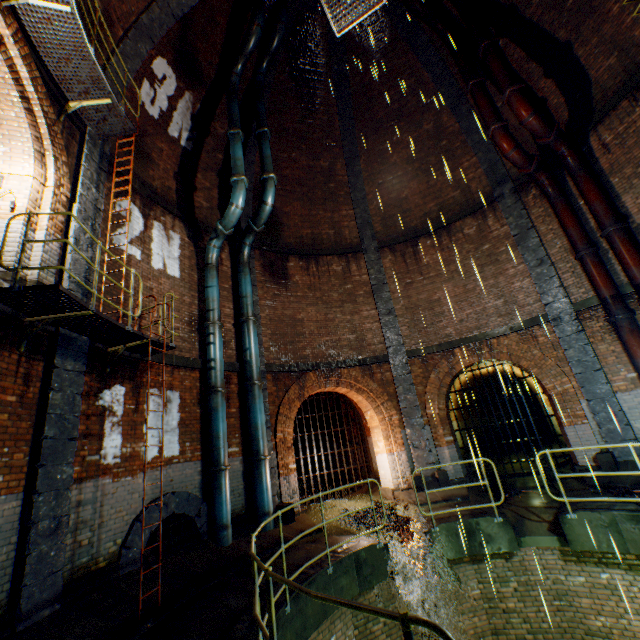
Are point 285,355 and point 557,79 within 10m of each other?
no

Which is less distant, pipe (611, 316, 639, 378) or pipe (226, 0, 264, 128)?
pipe (611, 316, 639, 378)

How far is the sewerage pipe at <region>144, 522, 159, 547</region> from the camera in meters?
6.5

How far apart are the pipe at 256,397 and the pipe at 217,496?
0.8 meters

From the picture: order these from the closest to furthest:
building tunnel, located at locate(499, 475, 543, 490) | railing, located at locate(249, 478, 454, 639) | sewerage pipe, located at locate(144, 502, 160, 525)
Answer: railing, located at locate(249, 478, 454, 639) → sewerage pipe, located at locate(144, 502, 160, 525) → building tunnel, located at locate(499, 475, 543, 490)

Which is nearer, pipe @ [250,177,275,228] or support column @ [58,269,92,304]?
support column @ [58,269,92,304]

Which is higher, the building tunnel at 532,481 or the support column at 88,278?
the support column at 88,278

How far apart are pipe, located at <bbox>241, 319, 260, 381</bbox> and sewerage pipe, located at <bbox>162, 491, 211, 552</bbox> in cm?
322
